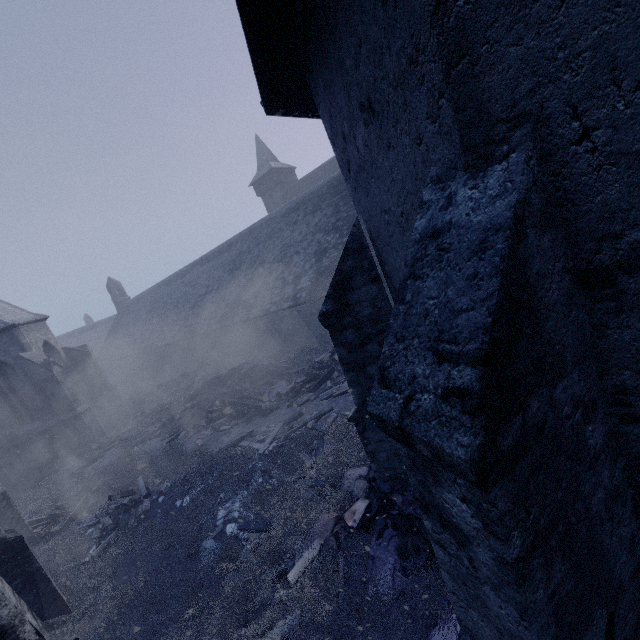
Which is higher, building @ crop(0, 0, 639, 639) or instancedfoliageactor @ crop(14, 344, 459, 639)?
building @ crop(0, 0, 639, 639)

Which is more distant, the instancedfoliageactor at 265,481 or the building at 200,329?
the instancedfoliageactor at 265,481

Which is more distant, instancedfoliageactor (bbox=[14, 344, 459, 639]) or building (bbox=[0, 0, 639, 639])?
instancedfoliageactor (bbox=[14, 344, 459, 639])

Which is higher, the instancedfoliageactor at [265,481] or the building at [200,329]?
the building at [200,329]

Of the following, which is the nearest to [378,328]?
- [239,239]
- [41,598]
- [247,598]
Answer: [247,598]
